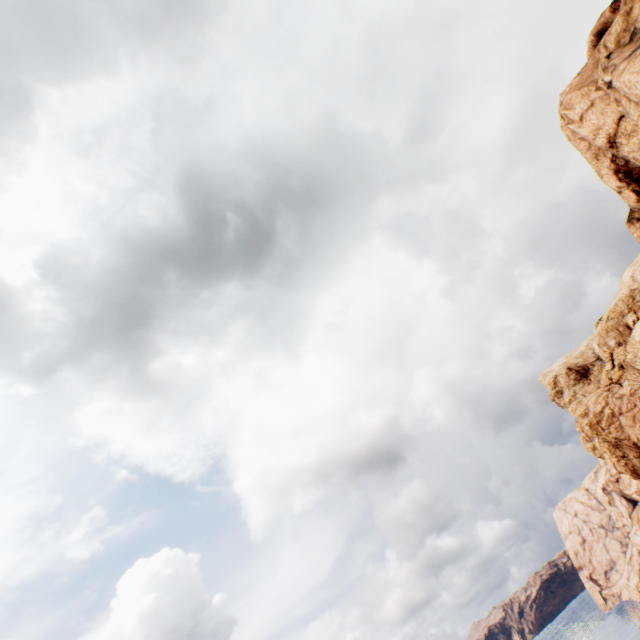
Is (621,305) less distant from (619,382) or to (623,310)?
(623,310)

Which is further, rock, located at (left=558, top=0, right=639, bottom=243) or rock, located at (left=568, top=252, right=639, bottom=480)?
rock, located at (left=568, top=252, right=639, bottom=480)

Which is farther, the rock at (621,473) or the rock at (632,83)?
the rock at (621,473)
